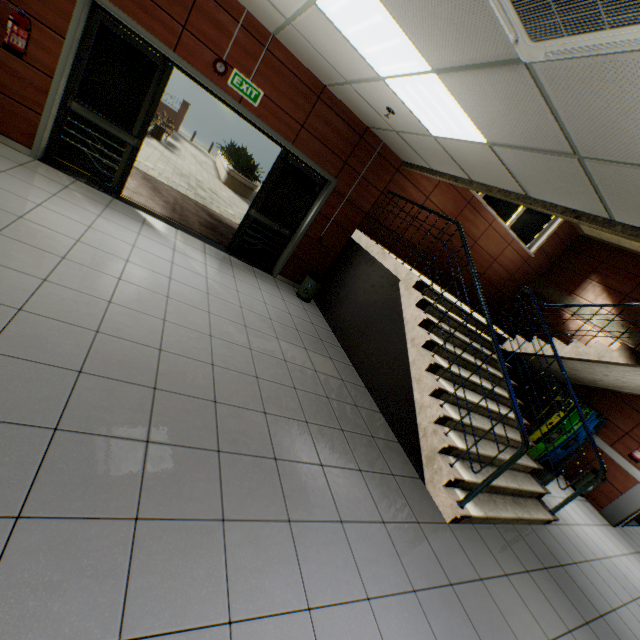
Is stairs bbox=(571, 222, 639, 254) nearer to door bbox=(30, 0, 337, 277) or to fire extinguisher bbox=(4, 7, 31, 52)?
door bbox=(30, 0, 337, 277)

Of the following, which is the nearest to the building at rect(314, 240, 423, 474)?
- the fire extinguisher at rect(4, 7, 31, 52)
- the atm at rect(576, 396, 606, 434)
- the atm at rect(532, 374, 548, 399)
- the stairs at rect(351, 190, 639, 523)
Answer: the stairs at rect(351, 190, 639, 523)

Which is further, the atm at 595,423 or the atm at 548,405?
the atm at 595,423

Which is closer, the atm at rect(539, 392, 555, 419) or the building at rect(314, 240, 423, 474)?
the building at rect(314, 240, 423, 474)

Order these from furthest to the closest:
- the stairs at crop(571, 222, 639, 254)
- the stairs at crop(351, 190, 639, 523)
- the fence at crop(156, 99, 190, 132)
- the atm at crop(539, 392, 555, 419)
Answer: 1. the fence at crop(156, 99, 190, 132)
2. the stairs at crop(571, 222, 639, 254)
3. the atm at crop(539, 392, 555, 419)
4. the stairs at crop(351, 190, 639, 523)

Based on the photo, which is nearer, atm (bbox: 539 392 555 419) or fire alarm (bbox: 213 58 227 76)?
fire alarm (bbox: 213 58 227 76)

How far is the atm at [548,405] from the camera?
5.59m

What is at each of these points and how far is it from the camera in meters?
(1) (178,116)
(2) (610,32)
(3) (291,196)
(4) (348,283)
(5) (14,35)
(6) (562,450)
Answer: (1) fence, 23.8 m
(2) air conditioning vent, 1.5 m
(3) door, 6.2 m
(4) building, 6.4 m
(5) fire extinguisher, 3.8 m
(6) atm, 7.0 m
